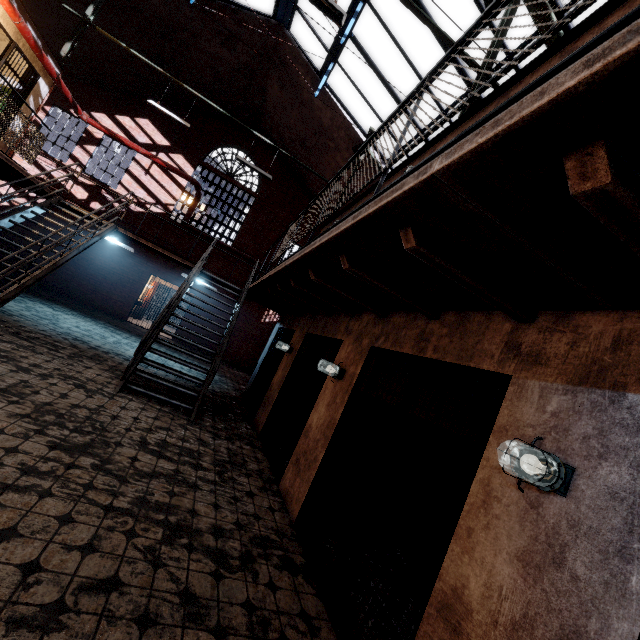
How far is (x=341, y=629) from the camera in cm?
260

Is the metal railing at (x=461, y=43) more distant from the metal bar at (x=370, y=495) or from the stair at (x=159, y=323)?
the metal bar at (x=370, y=495)

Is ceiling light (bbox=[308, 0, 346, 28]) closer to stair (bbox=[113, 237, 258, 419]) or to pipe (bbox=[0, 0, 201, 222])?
pipe (bbox=[0, 0, 201, 222])

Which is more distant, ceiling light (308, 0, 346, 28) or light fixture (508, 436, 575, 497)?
ceiling light (308, 0, 346, 28)

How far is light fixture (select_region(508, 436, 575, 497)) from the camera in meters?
1.6

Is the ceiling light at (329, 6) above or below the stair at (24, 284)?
above

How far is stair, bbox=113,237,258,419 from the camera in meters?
5.9

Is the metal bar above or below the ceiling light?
below
